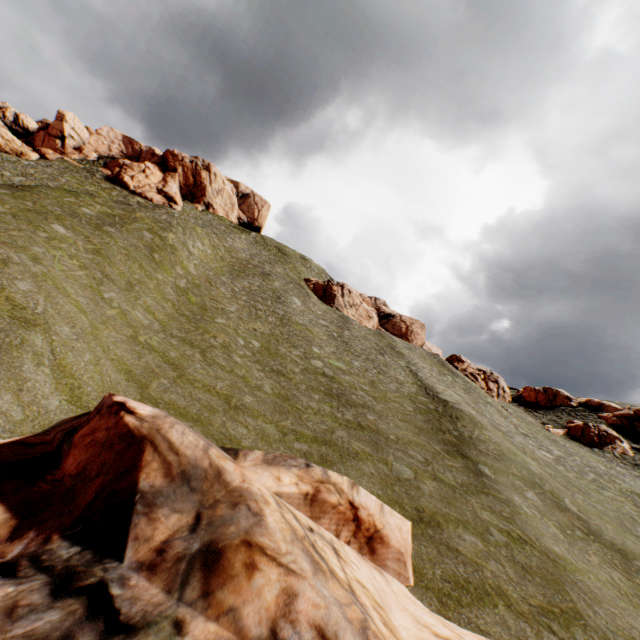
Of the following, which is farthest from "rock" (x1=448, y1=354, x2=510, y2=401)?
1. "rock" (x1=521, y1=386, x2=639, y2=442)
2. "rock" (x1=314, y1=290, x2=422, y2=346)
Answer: "rock" (x1=314, y1=290, x2=422, y2=346)

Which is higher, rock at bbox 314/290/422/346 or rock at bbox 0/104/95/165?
rock at bbox 0/104/95/165

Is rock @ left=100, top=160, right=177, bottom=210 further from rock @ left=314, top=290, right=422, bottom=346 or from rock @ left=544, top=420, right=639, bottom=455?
rock @ left=314, top=290, right=422, bottom=346

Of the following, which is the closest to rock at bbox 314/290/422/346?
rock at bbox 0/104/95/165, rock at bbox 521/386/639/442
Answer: rock at bbox 521/386/639/442

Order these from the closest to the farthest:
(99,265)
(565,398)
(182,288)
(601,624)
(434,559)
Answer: (601,624)
(434,559)
(99,265)
(182,288)
(565,398)

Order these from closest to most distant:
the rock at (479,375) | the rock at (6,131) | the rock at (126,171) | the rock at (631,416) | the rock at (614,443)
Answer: the rock at (614,443), the rock at (6,131), the rock at (631,416), the rock at (479,375), the rock at (126,171)

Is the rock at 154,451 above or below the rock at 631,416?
below

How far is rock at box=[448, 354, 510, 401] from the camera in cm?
4962
